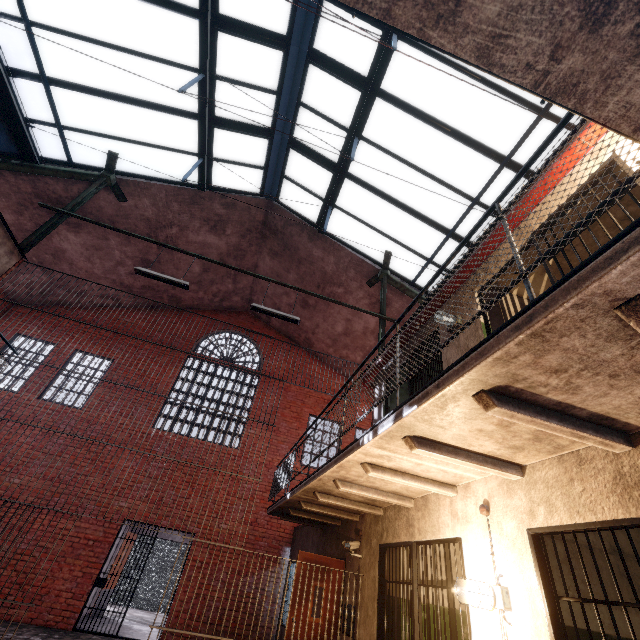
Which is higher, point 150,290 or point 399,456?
point 150,290

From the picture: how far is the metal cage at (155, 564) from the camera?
12.8m

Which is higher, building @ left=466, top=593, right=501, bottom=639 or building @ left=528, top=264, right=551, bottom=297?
building @ left=528, top=264, right=551, bottom=297

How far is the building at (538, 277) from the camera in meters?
4.9 m

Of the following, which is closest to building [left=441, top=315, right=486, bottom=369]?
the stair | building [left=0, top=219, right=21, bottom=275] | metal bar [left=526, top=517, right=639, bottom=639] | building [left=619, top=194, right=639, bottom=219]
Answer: building [left=619, top=194, right=639, bottom=219]

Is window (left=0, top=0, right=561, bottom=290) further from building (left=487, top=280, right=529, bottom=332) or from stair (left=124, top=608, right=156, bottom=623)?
stair (left=124, top=608, right=156, bottom=623)

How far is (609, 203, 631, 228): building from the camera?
4.0m

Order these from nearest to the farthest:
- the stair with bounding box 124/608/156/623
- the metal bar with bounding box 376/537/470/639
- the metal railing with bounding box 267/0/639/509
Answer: the metal railing with bounding box 267/0/639/509 < the metal bar with bounding box 376/537/470/639 < the stair with bounding box 124/608/156/623
